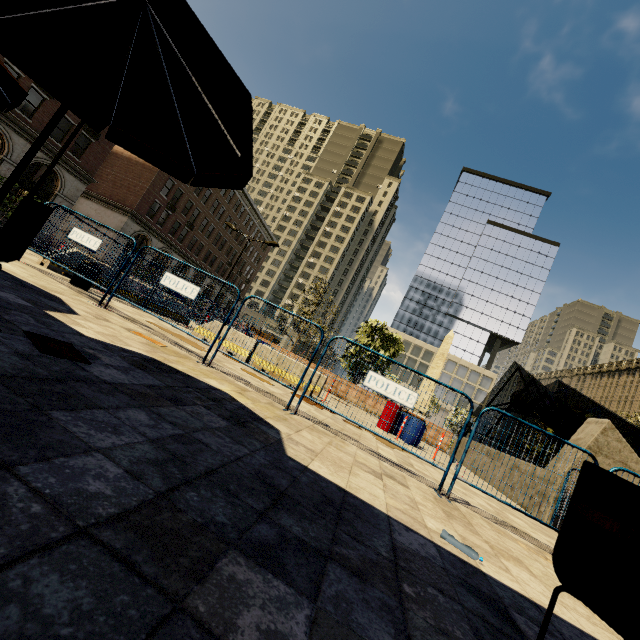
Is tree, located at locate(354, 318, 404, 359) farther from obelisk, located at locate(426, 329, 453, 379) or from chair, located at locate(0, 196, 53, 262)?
chair, located at locate(0, 196, 53, 262)

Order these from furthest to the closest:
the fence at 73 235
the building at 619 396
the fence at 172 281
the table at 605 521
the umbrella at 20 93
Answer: the building at 619 396 → the fence at 73 235 → the fence at 172 281 → the umbrella at 20 93 → the table at 605 521

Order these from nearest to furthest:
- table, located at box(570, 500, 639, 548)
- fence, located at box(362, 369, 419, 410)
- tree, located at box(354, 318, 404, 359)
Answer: table, located at box(570, 500, 639, 548)
fence, located at box(362, 369, 419, 410)
tree, located at box(354, 318, 404, 359)

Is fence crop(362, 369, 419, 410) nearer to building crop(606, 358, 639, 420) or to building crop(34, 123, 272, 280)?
building crop(34, 123, 272, 280)

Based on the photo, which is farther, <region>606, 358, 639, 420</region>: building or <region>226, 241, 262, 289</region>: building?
<region>226, 241, 262, 289</region>: building

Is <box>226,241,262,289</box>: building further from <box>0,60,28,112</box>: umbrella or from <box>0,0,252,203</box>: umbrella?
<box>0,0,252,203</box>: umbrella

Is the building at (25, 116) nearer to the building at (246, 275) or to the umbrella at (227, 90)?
the building at (246, 275)

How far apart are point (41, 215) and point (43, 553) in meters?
3.1 m
